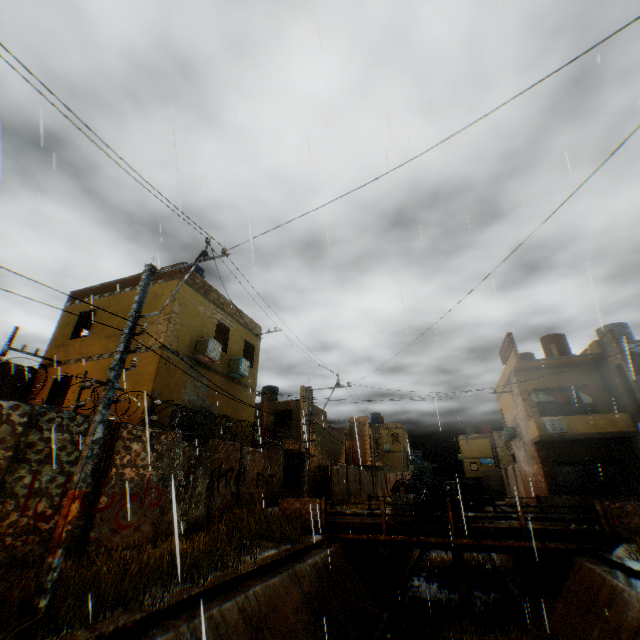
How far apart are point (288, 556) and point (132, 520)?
4.8m

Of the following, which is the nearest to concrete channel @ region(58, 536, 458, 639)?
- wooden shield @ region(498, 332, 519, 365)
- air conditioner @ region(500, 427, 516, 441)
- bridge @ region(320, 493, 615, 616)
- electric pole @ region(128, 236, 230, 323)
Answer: bridge @ region(320, 493, 615, 616)

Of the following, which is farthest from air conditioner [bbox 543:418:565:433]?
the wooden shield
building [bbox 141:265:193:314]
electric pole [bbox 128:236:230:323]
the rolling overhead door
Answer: electric pole [bbox 128:236:230:323]

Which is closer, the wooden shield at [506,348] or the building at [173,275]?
the building at [173,275]

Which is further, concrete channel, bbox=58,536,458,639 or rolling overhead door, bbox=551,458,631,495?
rolling overhead door, bbox=551,458,631,495

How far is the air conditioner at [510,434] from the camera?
25.2m

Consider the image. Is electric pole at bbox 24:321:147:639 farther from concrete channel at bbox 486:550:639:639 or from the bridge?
the bridge

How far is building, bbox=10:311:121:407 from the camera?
12.9 meters
